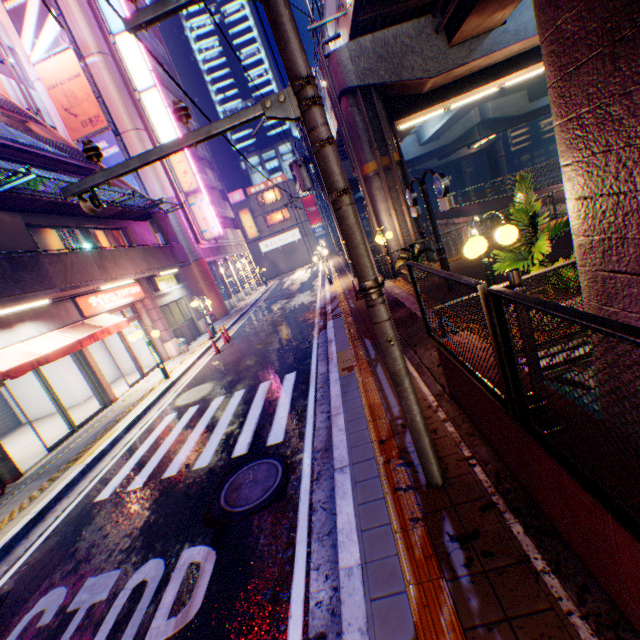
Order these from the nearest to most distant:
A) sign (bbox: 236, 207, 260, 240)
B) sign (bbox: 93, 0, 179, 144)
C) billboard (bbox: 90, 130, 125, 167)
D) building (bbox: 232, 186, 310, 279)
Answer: billboard (bbox: 90, 130, 125, 167)
sign (bbox: 93, 0, 179, 144)
sign (bbox: 236, 207, 260, 240)
building (bbox: 232, 186, 310, 279)

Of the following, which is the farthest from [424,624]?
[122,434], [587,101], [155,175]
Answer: [155,175]

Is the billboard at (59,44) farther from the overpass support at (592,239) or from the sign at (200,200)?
the overpass support at (592,239)

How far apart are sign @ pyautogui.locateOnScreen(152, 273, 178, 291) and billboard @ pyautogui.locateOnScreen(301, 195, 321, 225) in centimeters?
3112cm

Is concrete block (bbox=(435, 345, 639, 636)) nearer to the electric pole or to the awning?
the electric pole

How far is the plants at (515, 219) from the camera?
5.0m

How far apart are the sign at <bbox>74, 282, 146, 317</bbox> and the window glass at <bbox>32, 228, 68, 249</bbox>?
1.40m

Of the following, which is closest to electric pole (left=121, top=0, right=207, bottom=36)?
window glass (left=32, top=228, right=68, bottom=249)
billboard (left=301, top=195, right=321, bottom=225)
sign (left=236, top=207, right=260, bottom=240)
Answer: window glass (left=32, top=228, right=68, bottom=249)
